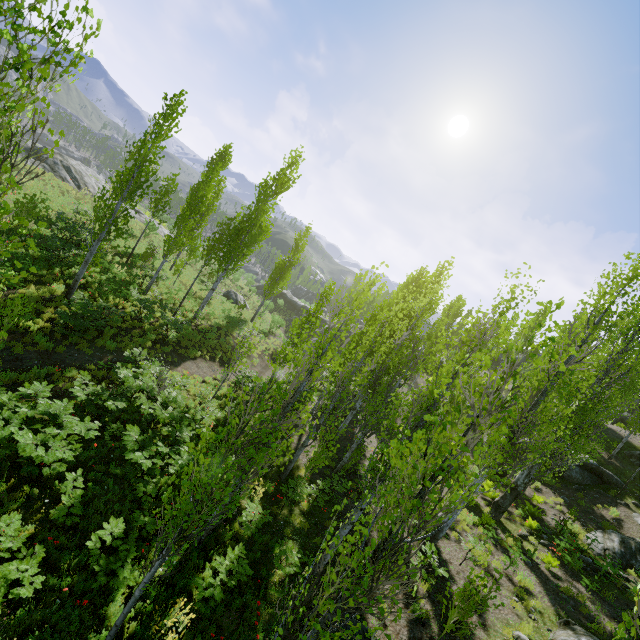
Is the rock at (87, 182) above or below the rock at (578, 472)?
below

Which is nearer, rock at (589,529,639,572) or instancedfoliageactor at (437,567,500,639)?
instancedfoliageactor at (437,567,500,639)

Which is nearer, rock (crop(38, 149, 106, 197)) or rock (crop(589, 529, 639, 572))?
rock (crop(589, 529, 639, 572))

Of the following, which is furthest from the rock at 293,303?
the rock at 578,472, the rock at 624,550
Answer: the rock at 624,550

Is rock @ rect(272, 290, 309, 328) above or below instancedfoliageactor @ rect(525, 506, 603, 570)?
below

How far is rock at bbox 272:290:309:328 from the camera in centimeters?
4503cm

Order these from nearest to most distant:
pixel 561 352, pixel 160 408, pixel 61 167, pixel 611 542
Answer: pixel 561 352
pixel 160 408
pixel 611 542
pixel 61 167

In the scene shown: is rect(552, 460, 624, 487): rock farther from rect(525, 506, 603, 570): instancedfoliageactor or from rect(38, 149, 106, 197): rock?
rect(38, 149, 106, 197): rock
